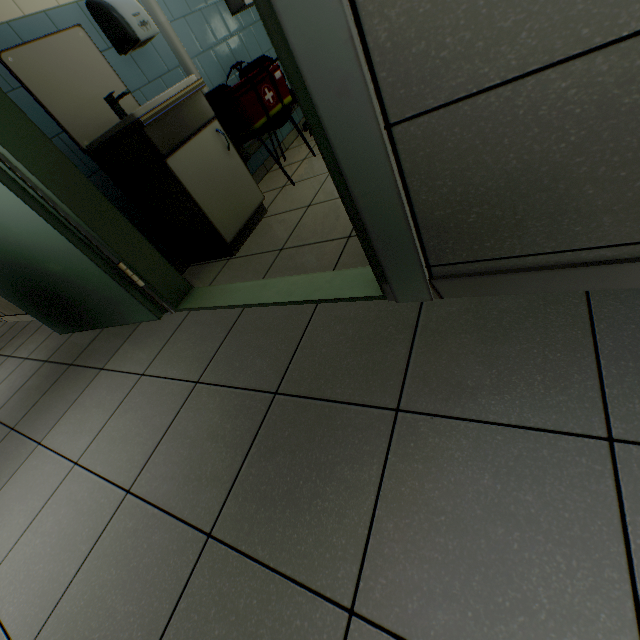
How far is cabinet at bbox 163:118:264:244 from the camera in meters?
2.0 m

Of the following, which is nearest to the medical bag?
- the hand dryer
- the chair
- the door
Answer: the chair

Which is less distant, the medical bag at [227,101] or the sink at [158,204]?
the sink at [158,204]

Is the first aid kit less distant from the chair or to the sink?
the chair

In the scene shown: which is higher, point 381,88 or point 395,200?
point 381,88

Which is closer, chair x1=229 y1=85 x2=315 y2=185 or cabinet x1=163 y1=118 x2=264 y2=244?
cabinet x1=163 y1=118 x2=264 y2=244

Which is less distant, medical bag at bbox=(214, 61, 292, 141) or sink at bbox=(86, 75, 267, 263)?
sink at bbox=(86, 75, 267, 263)

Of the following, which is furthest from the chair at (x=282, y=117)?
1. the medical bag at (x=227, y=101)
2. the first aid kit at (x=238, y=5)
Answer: the first aid kit at (x=238, y=5)
